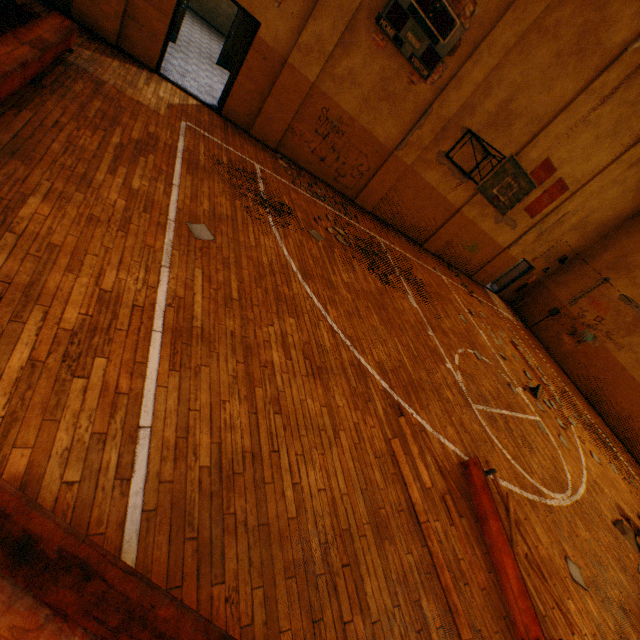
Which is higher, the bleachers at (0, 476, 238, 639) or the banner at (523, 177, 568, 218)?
the banner at (523, 177, 568, 218)

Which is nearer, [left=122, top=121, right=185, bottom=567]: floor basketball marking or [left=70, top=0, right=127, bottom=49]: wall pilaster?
[left=122, top=121, right=185, bottom=567]: floor basketball marking

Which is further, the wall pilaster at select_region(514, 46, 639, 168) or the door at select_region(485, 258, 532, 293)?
the door at select_region(485, 258, 532, 293)

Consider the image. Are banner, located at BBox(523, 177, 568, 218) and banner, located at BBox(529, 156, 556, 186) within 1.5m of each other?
yes

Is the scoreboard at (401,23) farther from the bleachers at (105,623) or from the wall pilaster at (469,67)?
the bleachers at (105,623)

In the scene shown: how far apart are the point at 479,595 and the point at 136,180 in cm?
682

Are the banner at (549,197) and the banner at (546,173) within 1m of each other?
yes

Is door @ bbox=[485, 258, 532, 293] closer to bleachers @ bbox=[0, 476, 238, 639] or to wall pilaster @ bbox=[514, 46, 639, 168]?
wall pilaster @ bbox=[514, 46, 639, 168]
